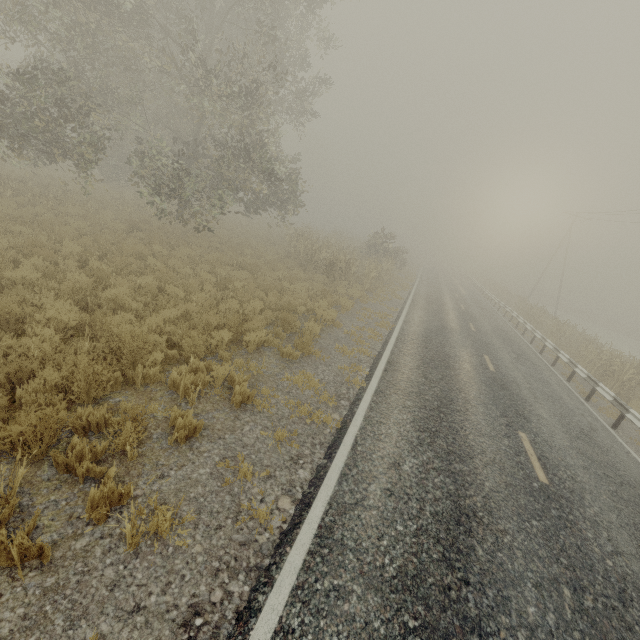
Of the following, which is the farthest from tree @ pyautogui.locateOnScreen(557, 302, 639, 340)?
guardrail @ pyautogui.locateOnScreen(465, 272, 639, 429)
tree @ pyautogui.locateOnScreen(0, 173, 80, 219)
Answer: tree @ pyautogui.locateOnScreen(0, 173, 80, 219)

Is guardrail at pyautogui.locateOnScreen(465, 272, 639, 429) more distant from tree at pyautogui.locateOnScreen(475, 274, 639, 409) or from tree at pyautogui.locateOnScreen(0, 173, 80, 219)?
tree at pyautogui.locateOnScreen(0, 173, 80, 219)

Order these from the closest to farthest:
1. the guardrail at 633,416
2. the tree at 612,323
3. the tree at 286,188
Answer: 1. the guardrail at 633,416
2. the tree at 286,188
3. the tree at 612,323

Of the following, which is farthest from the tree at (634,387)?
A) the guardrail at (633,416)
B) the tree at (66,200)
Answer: the tree at (66,200)

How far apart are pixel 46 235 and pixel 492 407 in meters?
14.2 m

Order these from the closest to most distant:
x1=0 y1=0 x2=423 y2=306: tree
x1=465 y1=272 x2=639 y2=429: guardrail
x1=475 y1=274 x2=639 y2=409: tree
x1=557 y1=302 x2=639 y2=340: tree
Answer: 1. x1=465 y1=272 x2=639 y2=429: guardrail
2. x1=0 y1=0 x2=423 y2=306: tree
3. x1=475 y1=274 x2=639 y2=409: tree
4. x1=557 y1=302 x2=639 y2=340: tree

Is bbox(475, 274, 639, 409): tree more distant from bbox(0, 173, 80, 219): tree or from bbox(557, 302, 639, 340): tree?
bbox(0, 173, 80, 219): tree
